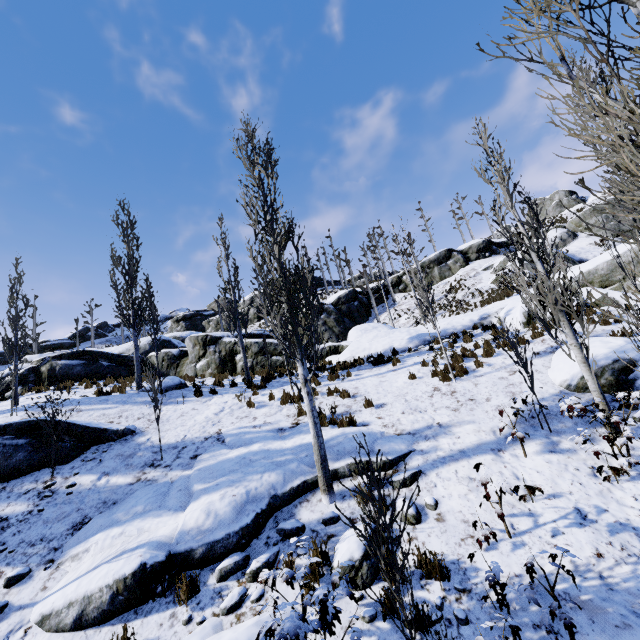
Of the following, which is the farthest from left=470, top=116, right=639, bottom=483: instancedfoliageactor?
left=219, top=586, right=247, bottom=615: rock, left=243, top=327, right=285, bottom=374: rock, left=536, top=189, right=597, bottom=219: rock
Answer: left=536, top=189, right=597, bottom=219: rock

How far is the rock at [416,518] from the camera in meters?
5.7

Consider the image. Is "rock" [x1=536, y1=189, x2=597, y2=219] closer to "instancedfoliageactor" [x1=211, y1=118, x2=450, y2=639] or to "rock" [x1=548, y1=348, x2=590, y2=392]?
"rock" [x1=548, y1=348, x2=590, y2=392]

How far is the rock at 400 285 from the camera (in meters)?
35.93

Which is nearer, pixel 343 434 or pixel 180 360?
pixel 343 434

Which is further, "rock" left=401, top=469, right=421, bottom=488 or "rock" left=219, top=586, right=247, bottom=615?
"rock" left=401, top=469, right=421, bottom=488

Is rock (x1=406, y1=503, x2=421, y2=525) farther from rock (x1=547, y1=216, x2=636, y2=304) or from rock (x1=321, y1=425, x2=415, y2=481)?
rock (x1=547, y1=216, x2=636, y2=304)

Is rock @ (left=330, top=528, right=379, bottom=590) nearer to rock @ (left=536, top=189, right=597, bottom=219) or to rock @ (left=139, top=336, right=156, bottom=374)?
rock @ (left=139, top=336, right=156, bottom=374)
